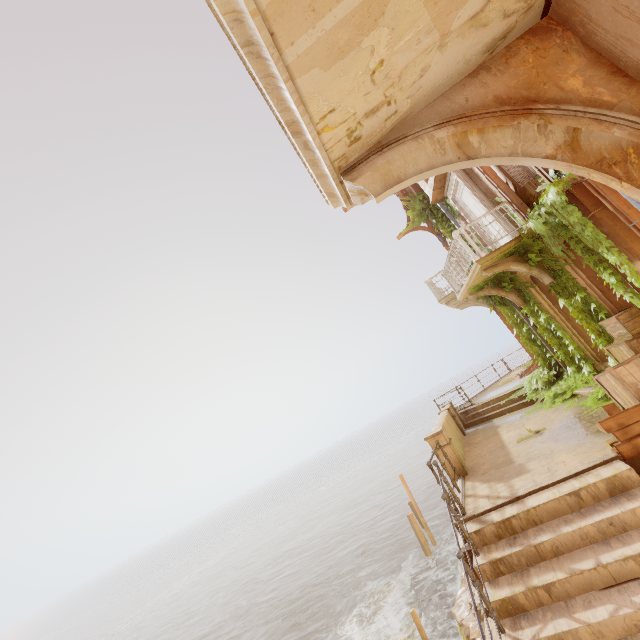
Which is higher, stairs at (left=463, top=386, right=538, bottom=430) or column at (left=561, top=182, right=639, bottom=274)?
column at (left=561, top=182, right=639, bottom=274)

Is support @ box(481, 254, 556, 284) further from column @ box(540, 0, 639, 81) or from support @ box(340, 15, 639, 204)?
support @ box(340, 15, 639, 204)

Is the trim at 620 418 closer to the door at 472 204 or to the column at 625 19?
the column at 625 19

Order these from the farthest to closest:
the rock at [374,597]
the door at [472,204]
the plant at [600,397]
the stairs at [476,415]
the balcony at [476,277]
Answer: the rock at [374,597] → the stairs at [476,415] → the door at [472,204] → the balcony at [476,277] → the plant at [600,397]

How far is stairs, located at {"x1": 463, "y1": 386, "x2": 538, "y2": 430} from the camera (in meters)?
12.00

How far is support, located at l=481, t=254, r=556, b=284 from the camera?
8.9m

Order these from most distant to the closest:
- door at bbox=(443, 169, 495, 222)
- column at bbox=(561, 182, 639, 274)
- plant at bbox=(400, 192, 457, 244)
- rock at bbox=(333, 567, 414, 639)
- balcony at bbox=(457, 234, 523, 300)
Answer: rock at bbox=(333, 567, 414, 639) → plant at bbox=(400, 192, 457, 244) → door at bbox=(443, 169, 495, 222) → balcony at bbox=(457, 234, 523, 300) → column at bbox=(561, 182, 639, 274)

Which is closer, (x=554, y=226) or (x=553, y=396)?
(x=554, y=226)
